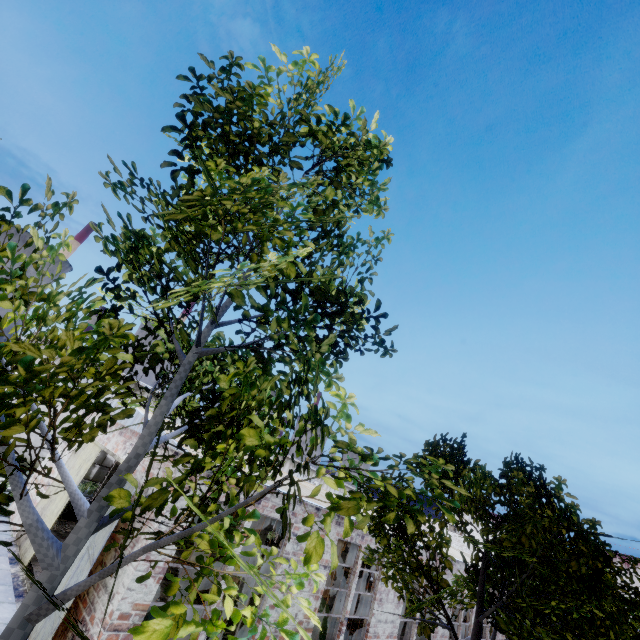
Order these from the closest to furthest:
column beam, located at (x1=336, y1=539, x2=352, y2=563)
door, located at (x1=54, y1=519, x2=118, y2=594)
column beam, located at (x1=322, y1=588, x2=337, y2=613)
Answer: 1. door, located at (x1=54, y1=519, x2=118, y2=594)
2. column beam, located at (x1=322, y1=588, x2=337, y2=613)
3. column beam, located at (x1=336, y1=539, x2=352, y2=563)

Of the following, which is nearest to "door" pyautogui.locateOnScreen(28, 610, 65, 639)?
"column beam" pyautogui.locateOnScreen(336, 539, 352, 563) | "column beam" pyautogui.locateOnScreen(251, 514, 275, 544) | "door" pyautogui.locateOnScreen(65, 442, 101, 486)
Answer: "door" pyautogui.locateOnScreen(65, 442, 101, 486)

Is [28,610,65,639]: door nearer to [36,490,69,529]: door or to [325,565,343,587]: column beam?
[36,490,69,529]: door

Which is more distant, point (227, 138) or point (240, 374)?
point (227, 138)

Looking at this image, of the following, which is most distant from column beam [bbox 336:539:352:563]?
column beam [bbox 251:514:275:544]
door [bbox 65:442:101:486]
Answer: door [bbox 65:442:101:486]

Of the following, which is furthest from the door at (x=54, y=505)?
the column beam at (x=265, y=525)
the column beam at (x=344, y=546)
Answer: the column beam at (x=344, y=546)

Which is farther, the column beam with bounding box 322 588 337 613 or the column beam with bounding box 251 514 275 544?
the column beam with bounding box 322 588 337 613
